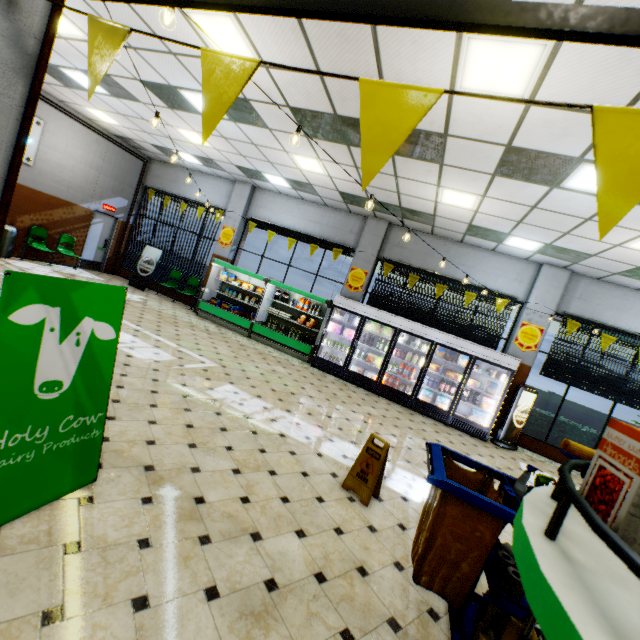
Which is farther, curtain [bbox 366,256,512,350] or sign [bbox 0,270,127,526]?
curtain [bbox 366,256,512,350]

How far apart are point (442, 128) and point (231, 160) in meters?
6.9 m

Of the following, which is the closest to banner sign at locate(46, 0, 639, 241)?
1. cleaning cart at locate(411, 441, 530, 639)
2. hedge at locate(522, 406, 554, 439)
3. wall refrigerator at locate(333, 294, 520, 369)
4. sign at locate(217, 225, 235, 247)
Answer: cleaning cart at locate(411, 441, 530, 639)

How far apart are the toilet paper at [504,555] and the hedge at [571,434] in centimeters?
762cm

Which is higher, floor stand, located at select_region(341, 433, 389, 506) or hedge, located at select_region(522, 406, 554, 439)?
hedge, located at select_region(522, 406, 554, 439)

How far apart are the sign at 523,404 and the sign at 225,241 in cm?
996

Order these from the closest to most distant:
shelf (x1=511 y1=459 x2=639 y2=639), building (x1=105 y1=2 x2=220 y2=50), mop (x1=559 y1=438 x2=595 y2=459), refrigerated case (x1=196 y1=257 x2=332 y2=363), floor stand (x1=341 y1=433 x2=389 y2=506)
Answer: shelf (x1=511 y1=459 x2=639 y2=639)
mop (x1=559 y1=438 x2=595 y2=459)
floor stand (x1=341 y1=433 x2=389 y2=506)
building (x1=105 y1=2 x2=220 y2=50)
refrigerated case (x1=196 y1=257 x2=332 y2=363)

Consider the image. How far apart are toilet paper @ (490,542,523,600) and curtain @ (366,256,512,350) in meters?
7.3
